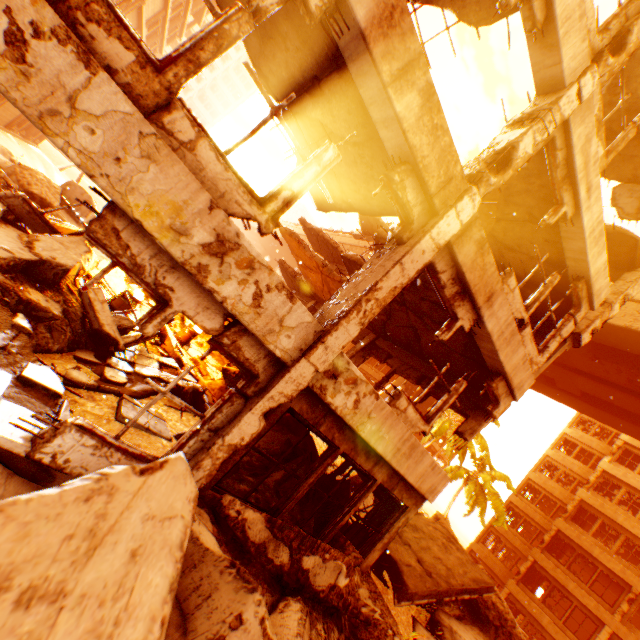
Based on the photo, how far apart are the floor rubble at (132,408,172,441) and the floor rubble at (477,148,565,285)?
8.3m

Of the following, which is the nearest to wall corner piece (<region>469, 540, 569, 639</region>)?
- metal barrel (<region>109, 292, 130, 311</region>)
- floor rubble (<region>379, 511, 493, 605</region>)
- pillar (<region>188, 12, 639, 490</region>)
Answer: floor rubble (<region>379, 511, 493, 605</region>)

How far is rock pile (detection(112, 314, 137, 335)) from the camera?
7.4 meters

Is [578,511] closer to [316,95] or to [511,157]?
[511,157]

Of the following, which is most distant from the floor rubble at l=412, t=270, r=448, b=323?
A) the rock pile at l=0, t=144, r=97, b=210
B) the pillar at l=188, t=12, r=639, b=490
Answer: the rock pile at l=0, t=144, r=97, b=210

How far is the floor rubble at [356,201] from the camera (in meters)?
5.09

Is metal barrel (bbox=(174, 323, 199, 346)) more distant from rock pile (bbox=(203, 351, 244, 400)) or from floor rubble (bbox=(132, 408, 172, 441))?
floor rubble (bbox=(132, 408, 172, 441))

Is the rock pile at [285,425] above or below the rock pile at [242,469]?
above
